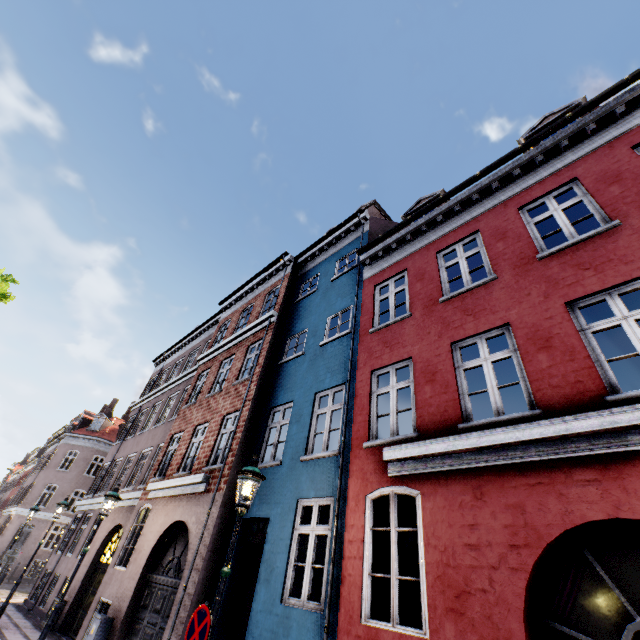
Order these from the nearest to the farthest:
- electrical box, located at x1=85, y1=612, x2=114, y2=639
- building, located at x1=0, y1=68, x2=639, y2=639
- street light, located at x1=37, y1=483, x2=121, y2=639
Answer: building, located at x1=0, y1=68, x2=639, y2=639, street light, located at x1=37, y1=483, x2=121, y2=639, electrical box, located at x1=85, y1=612, x2=114, y2=639

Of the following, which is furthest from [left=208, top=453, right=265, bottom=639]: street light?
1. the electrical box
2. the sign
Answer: the electrical box

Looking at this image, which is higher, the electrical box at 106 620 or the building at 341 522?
the building at 341 522

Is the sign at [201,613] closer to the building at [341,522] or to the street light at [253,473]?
the street light at [253,473]

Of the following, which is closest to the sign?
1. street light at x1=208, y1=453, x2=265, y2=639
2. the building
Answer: street light at x1=208, y1=453, x2=265, y2=639

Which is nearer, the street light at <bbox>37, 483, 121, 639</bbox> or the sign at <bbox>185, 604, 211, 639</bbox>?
the sign at <bbox>185, 604, 211, 639</bbox>

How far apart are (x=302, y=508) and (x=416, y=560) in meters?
2.7 m
